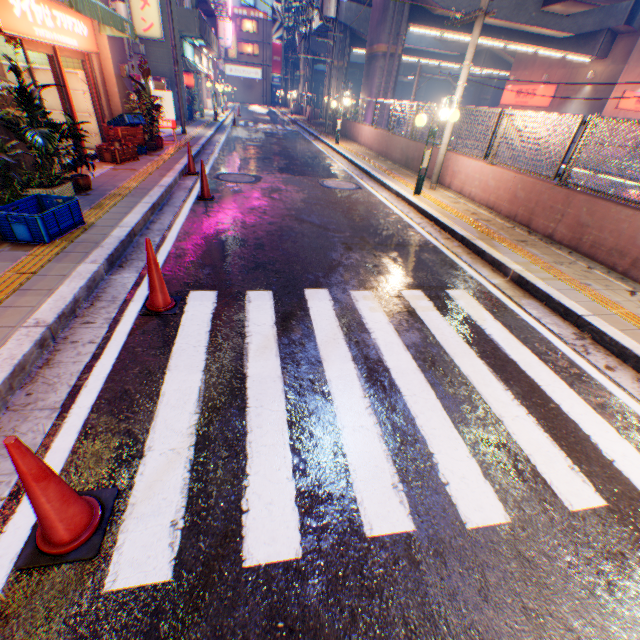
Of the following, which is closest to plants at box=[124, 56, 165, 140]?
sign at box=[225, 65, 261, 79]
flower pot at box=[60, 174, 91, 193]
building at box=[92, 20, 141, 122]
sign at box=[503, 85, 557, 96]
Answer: building at box=[92, 20, 141, 122]

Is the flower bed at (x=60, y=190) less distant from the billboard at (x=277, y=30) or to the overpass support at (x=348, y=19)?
the overpass support at (x=348, y=19)

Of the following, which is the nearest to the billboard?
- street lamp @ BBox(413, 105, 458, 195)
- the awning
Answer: the awning

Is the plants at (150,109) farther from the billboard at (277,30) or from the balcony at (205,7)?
the billboard at (277,30)

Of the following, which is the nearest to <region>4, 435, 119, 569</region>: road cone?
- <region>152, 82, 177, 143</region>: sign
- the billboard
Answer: <region>152, 82, 177, 143</region>: sign

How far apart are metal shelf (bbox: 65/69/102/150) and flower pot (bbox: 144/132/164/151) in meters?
1.6

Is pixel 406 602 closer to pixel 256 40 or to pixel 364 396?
pixel 364 396

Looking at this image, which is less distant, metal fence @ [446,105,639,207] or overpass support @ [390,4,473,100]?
metal fence @ [446,105,639,207]
